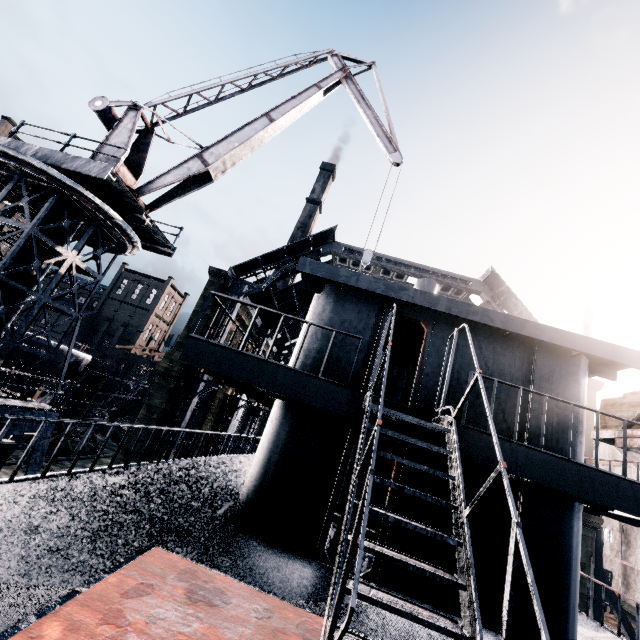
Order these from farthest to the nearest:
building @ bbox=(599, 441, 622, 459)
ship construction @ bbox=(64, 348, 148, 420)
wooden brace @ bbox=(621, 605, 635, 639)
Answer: building @ bbox=(599, 441, 622, 459) < ship construction @ bbox=(64, 348, 148, 420) < wooden brace @ bbox=(621, 605, 635, 639)

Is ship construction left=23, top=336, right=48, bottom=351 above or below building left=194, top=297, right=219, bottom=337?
below

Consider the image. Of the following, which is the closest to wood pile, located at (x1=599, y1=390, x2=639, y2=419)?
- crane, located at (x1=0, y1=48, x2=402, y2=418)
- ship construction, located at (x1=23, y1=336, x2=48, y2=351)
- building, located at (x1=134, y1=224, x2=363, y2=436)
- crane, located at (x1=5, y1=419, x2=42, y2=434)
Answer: crane, located at (x1=0, y1=48, x2=402, y2=418)

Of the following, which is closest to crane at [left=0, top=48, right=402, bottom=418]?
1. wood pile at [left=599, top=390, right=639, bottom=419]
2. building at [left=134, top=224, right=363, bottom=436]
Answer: wood pile at [left=599, top=390, right=639, bottom=419]

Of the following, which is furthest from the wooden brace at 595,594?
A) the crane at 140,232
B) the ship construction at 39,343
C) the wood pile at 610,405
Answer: the ship construction at 39,343

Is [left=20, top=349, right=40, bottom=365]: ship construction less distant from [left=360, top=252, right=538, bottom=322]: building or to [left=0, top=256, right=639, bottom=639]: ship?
[left=0, top=256, right=639, bottom=639]: ship

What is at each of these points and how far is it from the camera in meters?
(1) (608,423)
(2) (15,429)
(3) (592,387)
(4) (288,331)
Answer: (1) wood pile, 7.1 m
(2) crane, 12.2 m
(3) building, 23.2 m
(4) building, 45.2 m

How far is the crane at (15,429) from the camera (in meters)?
→ 12.11
